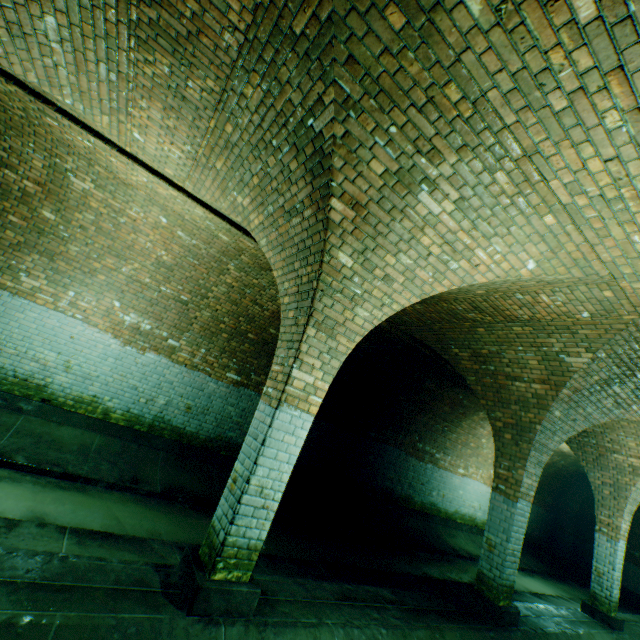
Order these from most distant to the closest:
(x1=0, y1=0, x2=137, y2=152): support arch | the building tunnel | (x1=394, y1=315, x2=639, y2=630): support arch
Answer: (x1=394, y1=315, x2=639, y2=630): support arch < (x1=0, y1=0, x2=137, y2=152): support arch < the building tunnel

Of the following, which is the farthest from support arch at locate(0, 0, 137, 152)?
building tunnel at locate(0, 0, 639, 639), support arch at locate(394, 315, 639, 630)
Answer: support arch at locate(394, 315, 639, 630)

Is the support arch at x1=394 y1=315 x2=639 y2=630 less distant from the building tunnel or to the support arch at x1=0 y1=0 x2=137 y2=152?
the building tunnel

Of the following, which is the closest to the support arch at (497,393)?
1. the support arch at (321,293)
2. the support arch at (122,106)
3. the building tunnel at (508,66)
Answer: the building tunnel at (508,66)

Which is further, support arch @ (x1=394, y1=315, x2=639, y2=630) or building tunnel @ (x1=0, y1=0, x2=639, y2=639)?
support arch @ (x1=394, y1=315, x2=639, y2=630)

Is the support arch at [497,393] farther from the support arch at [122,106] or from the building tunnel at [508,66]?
the support arch at [122,106]

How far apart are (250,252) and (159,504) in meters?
4.8 m
